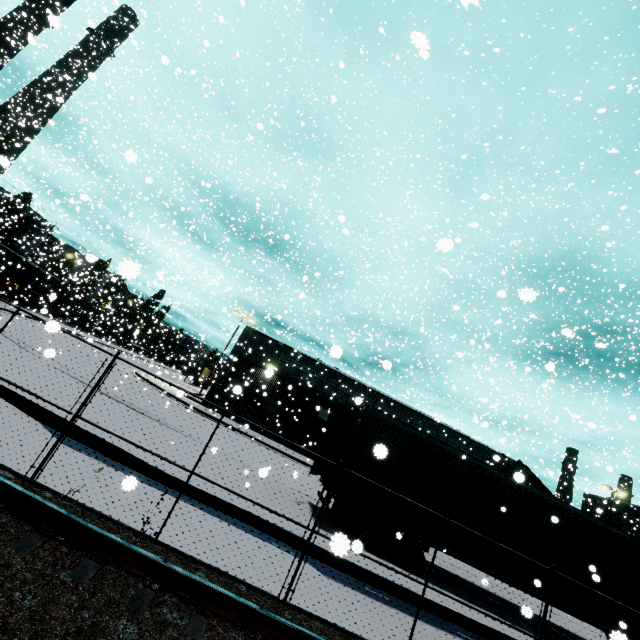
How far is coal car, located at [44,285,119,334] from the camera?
35.5m

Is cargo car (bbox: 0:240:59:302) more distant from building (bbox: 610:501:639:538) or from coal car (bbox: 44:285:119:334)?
building (bbox: 610:501:639:538)

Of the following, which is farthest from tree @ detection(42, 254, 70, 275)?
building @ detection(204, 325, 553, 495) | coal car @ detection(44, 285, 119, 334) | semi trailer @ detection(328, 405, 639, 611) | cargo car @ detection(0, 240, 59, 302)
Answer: semi trailer @ detection(328, 405, 639, 611)

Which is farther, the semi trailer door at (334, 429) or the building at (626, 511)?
the building at (626, 511)

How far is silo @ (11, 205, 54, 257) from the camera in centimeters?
3997cm

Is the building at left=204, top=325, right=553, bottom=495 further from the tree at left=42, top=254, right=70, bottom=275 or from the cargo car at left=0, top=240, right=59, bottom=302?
the tree at left=42, top=254, right=70, bottom=275

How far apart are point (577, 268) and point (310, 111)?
40.5 meters

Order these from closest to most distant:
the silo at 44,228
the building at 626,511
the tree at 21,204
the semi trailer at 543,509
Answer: the semi trailer at 543,509, the tree at 21,204, the silo at 44,228, the building at 626,511
